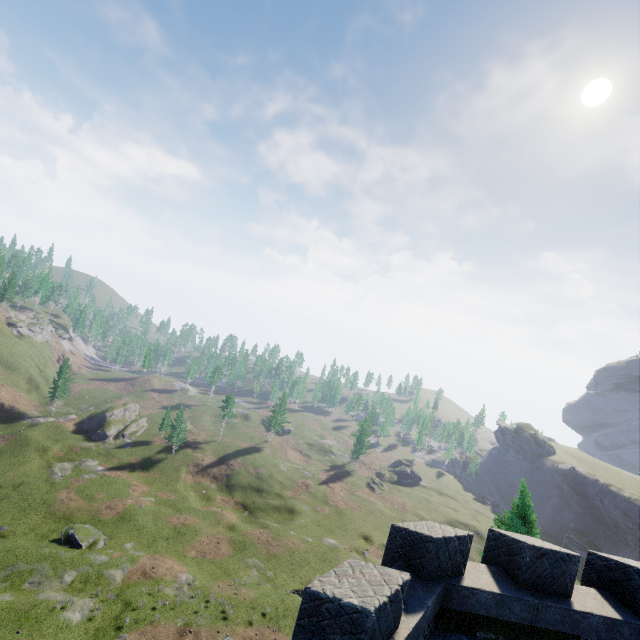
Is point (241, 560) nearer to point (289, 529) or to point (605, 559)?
point (289, 529)
